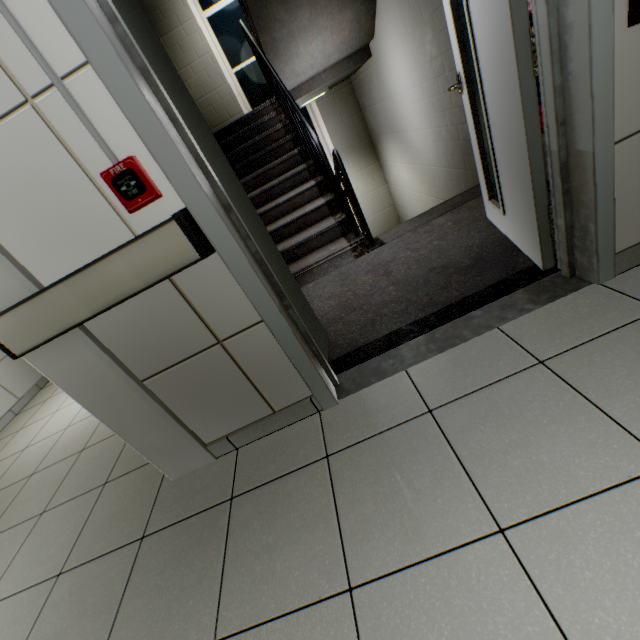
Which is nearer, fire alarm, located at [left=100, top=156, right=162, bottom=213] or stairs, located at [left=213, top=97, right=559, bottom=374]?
fire alarm, located at [left=100, top=156, right=162, bottom=213]

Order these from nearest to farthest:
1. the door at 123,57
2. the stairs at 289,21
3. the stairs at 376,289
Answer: the door at 123,57, the stairs at 376,289, the stairs at 289,21

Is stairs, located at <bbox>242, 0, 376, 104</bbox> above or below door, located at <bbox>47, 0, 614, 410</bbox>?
above

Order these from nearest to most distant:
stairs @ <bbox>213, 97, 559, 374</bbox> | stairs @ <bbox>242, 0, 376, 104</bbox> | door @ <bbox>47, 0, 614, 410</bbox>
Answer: door @ <bbox>47, 0, 614, 410</bbox>, stairs @ <bbox>213, 97, 559, 374</bbox>, stairs @ <bbox>242, 0, 376, 104</bbox>

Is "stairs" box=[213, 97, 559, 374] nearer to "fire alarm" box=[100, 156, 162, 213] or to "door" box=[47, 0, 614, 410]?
"door" box=[47, 0, 614, 410]

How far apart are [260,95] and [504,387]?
7.1 meters

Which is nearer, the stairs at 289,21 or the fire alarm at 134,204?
the fire alarm at 134,204
